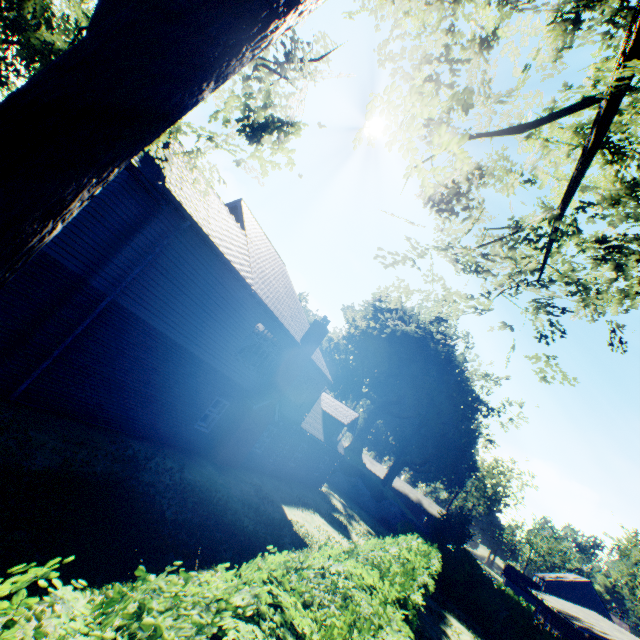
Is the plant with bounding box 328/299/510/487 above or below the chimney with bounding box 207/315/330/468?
above

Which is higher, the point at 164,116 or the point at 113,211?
the point at 113,211

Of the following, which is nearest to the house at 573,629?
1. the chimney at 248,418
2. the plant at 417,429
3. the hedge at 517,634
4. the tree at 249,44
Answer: the hedge at 517,634

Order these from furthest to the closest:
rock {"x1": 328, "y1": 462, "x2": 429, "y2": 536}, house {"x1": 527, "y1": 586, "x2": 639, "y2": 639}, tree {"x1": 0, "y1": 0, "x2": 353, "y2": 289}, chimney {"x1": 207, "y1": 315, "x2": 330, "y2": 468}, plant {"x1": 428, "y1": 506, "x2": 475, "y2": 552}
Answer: rock {"x1": 328, "y1": 462, "x2": 429, "y2": 536}
plant {"x1": 428, "y1": 506, "x2": 475, "y2": 552}
house {"x1": 527, "y1": 586, "x2": 639, "y2": 639}
chimney {"x1": 207, "y1": 315, "x2": 330, "y2": 468}
tree {"x1": 0, "y1": 0, "x2": 353, "y2": 289}

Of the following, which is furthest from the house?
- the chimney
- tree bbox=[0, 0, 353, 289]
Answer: tree bbox=[0, 0, 353, 289]

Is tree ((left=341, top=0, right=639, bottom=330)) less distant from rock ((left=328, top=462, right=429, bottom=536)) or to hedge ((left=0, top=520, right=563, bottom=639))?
hedge ((left=0, top=520, right=563, bottom=639))

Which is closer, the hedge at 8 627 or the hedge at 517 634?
the hedge at 8 627

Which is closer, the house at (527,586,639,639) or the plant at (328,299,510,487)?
the house at (527,586,639,639)
